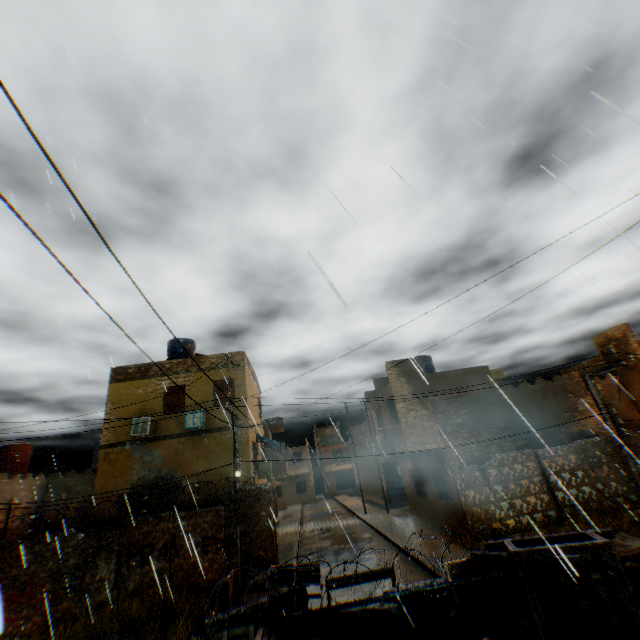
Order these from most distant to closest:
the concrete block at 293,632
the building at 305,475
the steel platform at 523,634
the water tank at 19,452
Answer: the water tank at 19,452
the building at 305,475
the concrete block at 293,632
the steel platform at 523,634

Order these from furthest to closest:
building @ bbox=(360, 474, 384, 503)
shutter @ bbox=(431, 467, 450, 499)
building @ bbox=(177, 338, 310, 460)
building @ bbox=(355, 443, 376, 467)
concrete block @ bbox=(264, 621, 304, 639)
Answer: building @ bbox=(355, 443, 376, 467) → building @ bbox=(360, 474, 384, 503) → shutter @ bbox=(431, 467, 450, 499) → building @ bbox=(177, 338, 310, 460) → concrete block @ bbox=(264, 621, 304, 639)

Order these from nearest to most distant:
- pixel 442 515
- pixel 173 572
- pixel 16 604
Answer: pixel 16 604, pixel 173 572, pixel 442 515

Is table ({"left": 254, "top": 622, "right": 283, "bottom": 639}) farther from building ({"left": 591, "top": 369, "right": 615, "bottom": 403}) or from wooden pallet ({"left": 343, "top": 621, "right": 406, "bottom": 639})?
building ({"left": 591, "top": 369, "right": 615, "bottom": 403})

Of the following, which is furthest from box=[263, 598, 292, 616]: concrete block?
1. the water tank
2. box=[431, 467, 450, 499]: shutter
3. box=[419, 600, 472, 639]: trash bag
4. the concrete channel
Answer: the water tank

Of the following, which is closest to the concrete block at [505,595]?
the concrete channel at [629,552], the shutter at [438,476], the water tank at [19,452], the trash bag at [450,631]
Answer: the trash bag at [450,631]

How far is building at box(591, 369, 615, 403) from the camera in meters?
17.4
